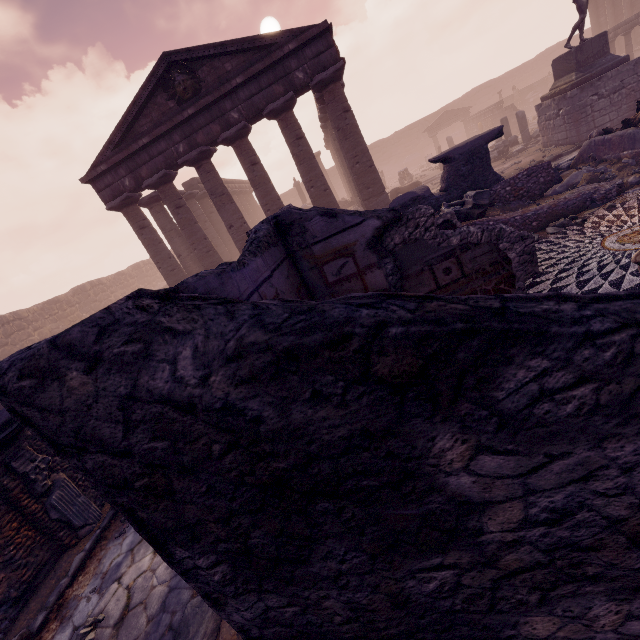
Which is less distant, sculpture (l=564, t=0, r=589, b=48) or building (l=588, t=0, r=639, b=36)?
sculpture (l=564, t=0, r=589, b=48)

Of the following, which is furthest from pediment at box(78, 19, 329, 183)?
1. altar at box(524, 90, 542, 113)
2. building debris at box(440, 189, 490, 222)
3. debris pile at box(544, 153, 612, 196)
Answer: altar at box(524, 90, 542, 113)

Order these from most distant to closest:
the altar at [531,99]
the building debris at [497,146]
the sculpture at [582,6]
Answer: the altar at [531,99]
the building debris at [497,146]
the sculpture at [582,6]

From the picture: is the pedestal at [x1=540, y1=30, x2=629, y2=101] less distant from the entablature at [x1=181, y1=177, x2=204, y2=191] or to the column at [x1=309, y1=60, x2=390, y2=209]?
the column at [x1=309, y1=60, x2=390, y2=209]

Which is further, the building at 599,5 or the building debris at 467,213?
the building at 599,5

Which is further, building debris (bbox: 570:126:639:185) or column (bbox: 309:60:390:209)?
column (bbox: 309:60:390:209)

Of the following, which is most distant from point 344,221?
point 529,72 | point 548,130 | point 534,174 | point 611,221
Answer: point 529,72

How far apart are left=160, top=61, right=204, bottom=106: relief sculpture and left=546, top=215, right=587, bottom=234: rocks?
13.05m
